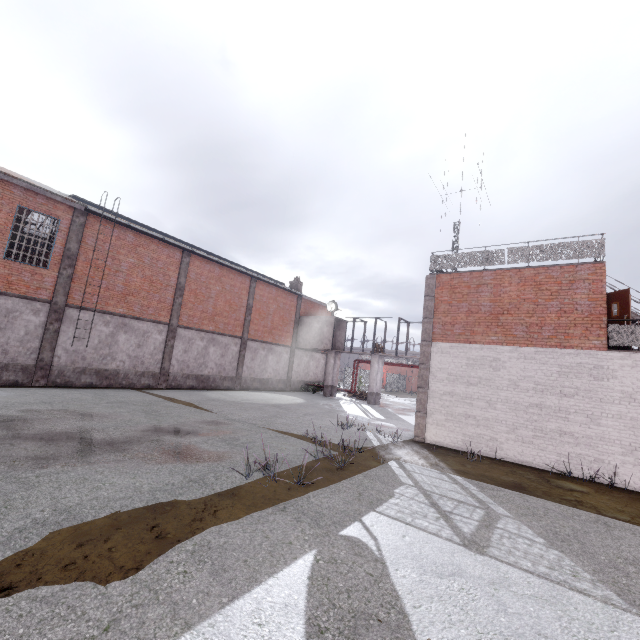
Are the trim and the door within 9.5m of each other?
yes

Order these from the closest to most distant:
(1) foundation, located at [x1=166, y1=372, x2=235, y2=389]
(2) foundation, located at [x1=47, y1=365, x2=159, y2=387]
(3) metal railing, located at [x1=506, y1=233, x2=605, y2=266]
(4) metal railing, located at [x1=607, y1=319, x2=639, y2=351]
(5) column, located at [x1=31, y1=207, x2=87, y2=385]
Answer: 1. (4) metal railing, located at [x1=607, y1=319, x2=639, y2=351]
2. (3) metal railing, located at [x1=506, y1=233, x2=605, y2=266]
3. (5) column, located at [x1=31, y1=207, x2=87, y2=385]
4. (2) foundation, located at [x1=47, y1=365, x2=159, y2=387]
5. (1) foundation, located at [x1=166, y1=372, x2=235, y2=389]

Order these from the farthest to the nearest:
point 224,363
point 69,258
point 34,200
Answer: point 224,363, point 69,258, point 34,200

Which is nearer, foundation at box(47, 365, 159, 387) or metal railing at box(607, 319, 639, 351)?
metal railing at box(607, 319, 639, 351)

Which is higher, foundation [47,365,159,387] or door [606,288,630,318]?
door [606,288,630,318]

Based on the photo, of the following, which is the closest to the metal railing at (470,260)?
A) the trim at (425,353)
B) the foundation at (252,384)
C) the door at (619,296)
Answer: the trim at (425,353)

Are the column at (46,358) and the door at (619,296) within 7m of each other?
no

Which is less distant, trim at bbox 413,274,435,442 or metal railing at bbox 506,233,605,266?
metal railing at bbox 506,233,605,266
